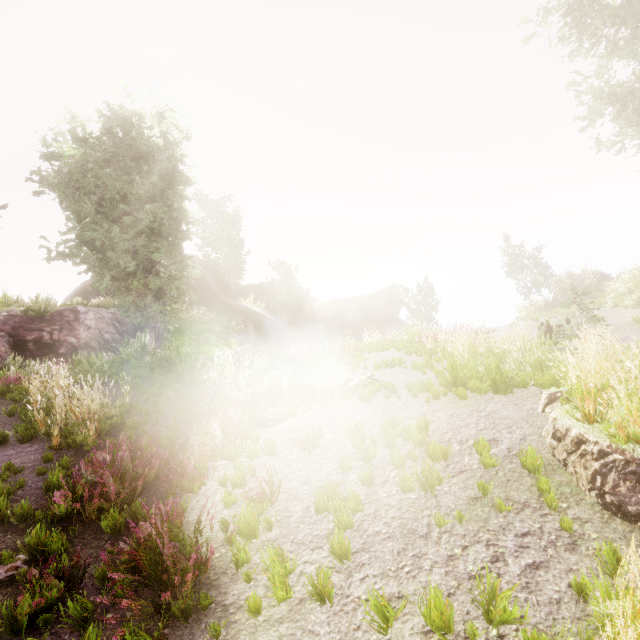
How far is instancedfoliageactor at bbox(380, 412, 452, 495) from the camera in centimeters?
448cm

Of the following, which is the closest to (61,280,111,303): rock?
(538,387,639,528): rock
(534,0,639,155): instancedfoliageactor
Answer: (534,0,639,155): instancedfoliageactor

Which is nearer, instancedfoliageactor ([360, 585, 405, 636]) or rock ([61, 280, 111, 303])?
instancedfoliageactor ([360, 585, 405, 636])

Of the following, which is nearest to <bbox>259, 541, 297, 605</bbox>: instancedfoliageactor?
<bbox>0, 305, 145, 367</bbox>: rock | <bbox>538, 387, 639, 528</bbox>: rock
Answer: <bbox>0, 305, 145, 367</bbox>: rock

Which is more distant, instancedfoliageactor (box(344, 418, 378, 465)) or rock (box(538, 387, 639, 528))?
instancedfoliageactor (box(344, 418, 378, 465))

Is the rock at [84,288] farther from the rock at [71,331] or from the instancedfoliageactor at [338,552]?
the rock at [71,331]

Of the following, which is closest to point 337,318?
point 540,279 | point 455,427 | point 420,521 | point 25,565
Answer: point 540,279

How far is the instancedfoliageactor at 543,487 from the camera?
3.99m
